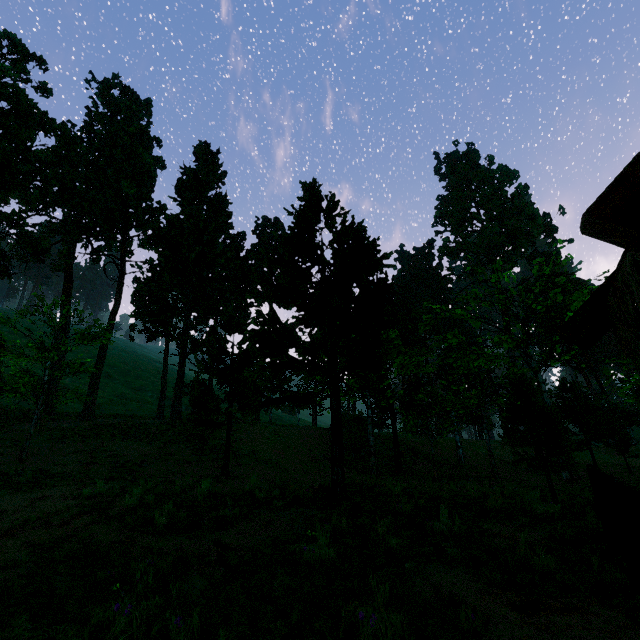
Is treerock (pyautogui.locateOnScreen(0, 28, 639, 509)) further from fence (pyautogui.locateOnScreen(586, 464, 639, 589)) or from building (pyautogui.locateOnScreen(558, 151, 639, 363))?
fence (pyautogui.locateOnScreen(586, 464, 639, 589))

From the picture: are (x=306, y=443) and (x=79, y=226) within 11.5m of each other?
no

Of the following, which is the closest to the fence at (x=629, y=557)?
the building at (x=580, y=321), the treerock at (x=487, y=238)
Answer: the building at (x=580, y=321)

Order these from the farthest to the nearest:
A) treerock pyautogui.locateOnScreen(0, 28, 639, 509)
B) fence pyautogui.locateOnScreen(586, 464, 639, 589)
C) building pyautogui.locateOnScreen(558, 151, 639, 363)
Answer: treerock pyautogui.locateOnScreen(0, 28, 639, 509)
fence pyautogui.locateOnScreen(586, 464, 639, 589)
building pyautogui.locateOnScreen(558, 151, 639, 363)

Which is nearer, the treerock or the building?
the building

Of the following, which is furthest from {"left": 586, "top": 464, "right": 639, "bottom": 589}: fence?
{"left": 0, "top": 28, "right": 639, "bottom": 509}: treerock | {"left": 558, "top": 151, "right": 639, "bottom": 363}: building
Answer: {"left": 0, "top": 28, "right": 639, "bottom": 509}: treerock
